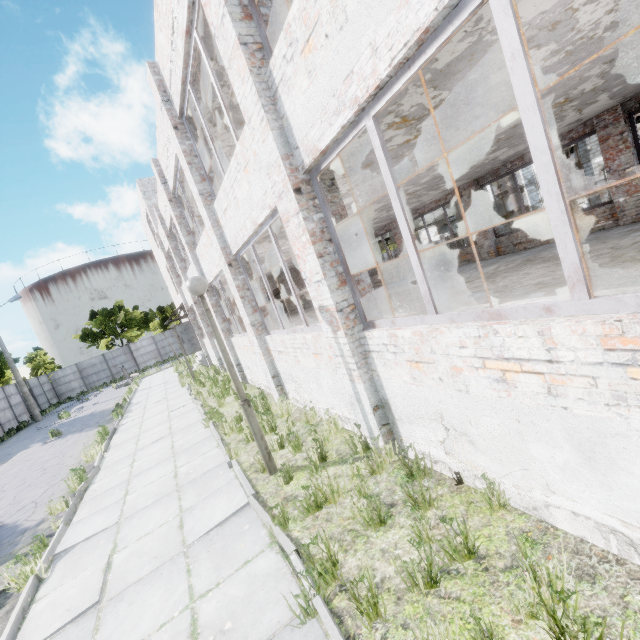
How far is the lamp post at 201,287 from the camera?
4.93m

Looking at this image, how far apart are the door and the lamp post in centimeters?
1763cm

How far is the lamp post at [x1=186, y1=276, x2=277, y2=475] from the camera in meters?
4.9

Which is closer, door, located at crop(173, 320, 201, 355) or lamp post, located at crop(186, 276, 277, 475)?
lamp post, located at crop(186, 276, 277, 475)

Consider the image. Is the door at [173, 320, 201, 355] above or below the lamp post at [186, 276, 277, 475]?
below

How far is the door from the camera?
21.22m

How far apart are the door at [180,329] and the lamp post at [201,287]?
17.63m

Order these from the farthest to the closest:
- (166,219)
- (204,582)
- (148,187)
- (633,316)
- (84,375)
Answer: (84,375), (148,187), (166,219), (204,582), (633,316)
